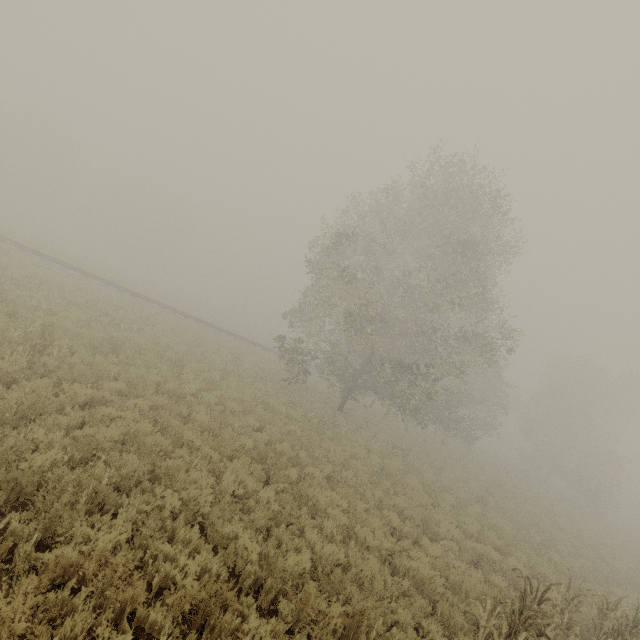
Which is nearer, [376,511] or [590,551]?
[376,511]
